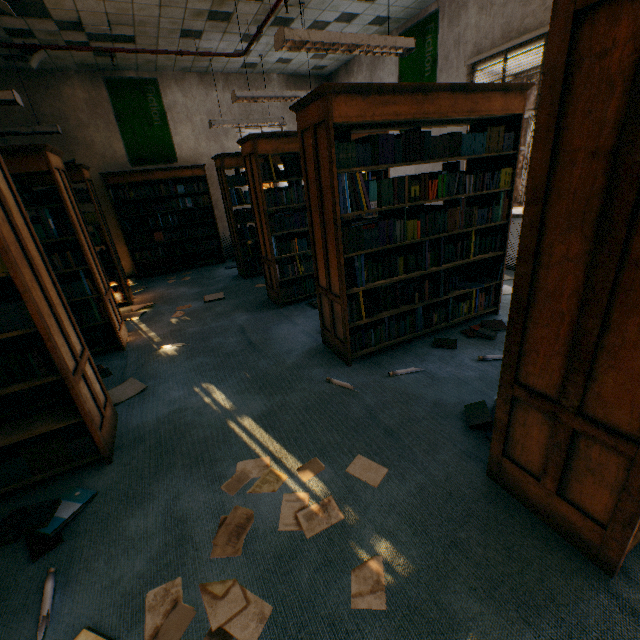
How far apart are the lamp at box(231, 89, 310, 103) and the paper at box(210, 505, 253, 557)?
4.8 meters

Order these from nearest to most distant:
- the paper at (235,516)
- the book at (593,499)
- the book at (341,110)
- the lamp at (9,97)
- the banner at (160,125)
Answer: the book at (593,499)
the paper at (235,516)
the book at (341,110)
the lamp at (9,97)
the banner at (160,125)

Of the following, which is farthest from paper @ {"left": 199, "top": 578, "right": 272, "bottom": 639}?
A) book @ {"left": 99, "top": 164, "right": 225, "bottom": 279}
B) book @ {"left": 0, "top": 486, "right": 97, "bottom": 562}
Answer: book @ {"left": 99, "top": 164, "right": 225, "bottom": 279}

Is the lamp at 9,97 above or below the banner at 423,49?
below

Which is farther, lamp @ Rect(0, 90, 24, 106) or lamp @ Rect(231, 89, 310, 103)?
lamp @ Rect(231, 89, 310, 103)

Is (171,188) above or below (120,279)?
above

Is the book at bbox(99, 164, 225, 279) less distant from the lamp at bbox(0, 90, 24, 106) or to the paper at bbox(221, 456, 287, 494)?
the lamp at bbox(0, 90, 24, 106)

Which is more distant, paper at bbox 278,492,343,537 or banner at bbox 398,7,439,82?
banner at bbox 398,7,439,82
